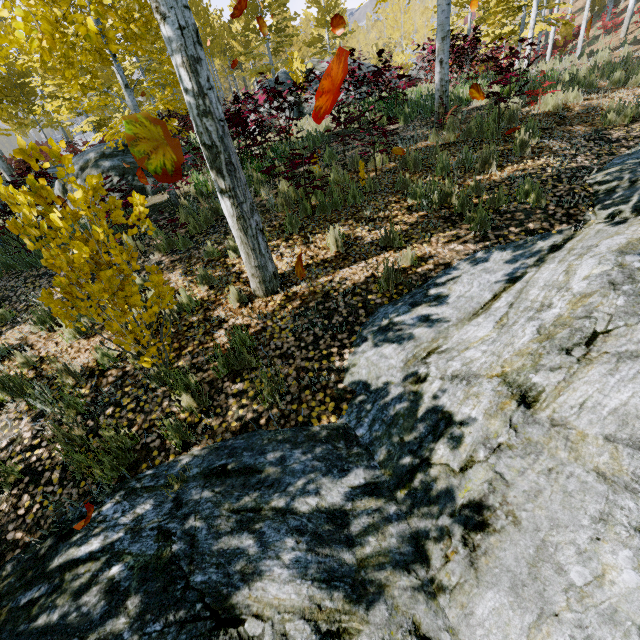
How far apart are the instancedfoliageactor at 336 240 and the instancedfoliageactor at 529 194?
2.6m

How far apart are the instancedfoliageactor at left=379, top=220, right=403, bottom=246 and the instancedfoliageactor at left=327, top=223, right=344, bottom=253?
0.5m

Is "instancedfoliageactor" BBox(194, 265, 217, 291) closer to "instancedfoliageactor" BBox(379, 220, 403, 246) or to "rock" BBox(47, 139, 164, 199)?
"rock" BBox(47, 139, 164, 199)

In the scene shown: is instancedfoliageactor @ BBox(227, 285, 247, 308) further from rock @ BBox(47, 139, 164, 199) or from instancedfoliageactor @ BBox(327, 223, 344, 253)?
instancedfoliageactor @ BBox(327, 223, 344, 253)

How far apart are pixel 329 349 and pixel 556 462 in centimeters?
219cm

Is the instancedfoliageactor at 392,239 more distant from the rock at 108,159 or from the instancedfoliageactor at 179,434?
the instancedfoliageactor at 179,434

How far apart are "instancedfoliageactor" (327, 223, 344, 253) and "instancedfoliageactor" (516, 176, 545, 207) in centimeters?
264cm
